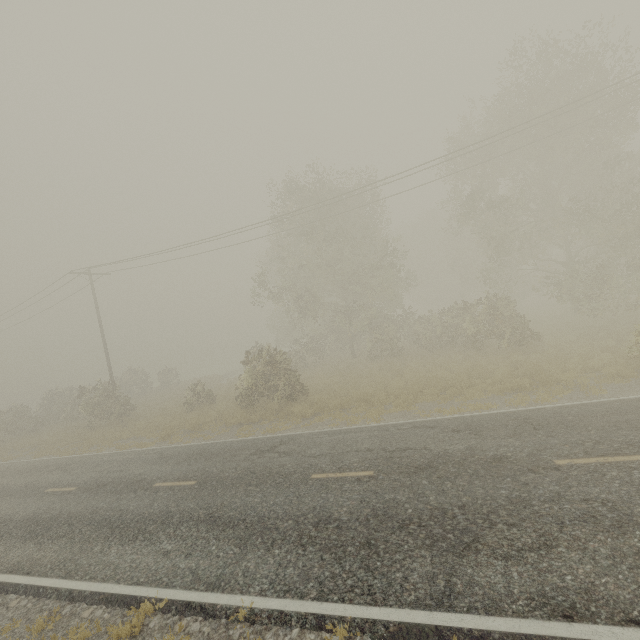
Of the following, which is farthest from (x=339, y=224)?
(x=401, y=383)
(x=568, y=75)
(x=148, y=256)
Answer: (x=568, y=75)
